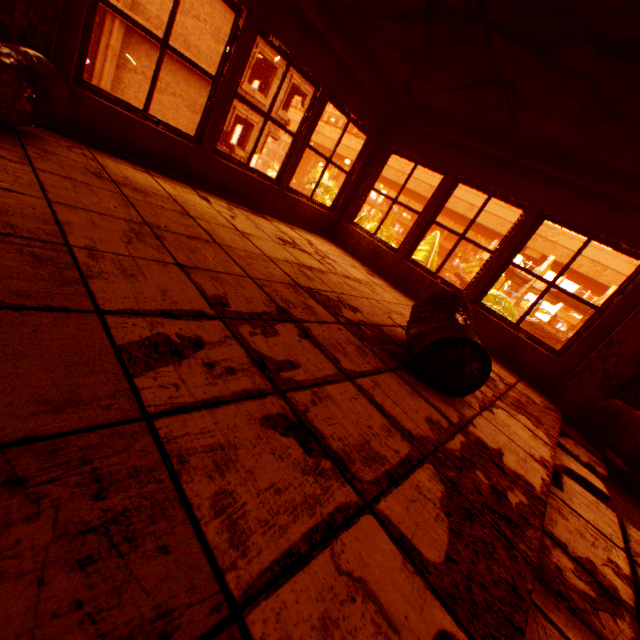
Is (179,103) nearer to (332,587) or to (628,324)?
(628,324)

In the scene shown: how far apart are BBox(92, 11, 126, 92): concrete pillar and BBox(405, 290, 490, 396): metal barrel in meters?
16.5

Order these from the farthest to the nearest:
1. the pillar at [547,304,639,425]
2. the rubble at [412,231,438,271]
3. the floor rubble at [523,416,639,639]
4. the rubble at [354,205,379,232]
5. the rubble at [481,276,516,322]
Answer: the rubble at [354,205,379,232] → the rubble at [412,231,438,271] → the rubble at [481,276,516,322] → the pillar at [547,304,639,425] → the floor rubble at [523,416,639,639]

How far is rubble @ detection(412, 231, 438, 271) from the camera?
10.7 meters

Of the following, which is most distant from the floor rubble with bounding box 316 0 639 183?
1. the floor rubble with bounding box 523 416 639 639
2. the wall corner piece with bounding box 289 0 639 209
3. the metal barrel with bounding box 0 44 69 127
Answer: the floor rubble with bounding box 523 416 639 639

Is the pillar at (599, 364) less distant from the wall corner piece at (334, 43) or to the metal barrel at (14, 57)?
the wall corner piece at (334, 43)

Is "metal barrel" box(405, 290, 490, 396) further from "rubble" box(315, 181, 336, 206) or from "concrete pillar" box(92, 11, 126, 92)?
"concrete pillar" box(92, 11, 126, 92)

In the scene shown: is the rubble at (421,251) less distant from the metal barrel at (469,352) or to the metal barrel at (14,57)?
the metal barrel at (469,352)
